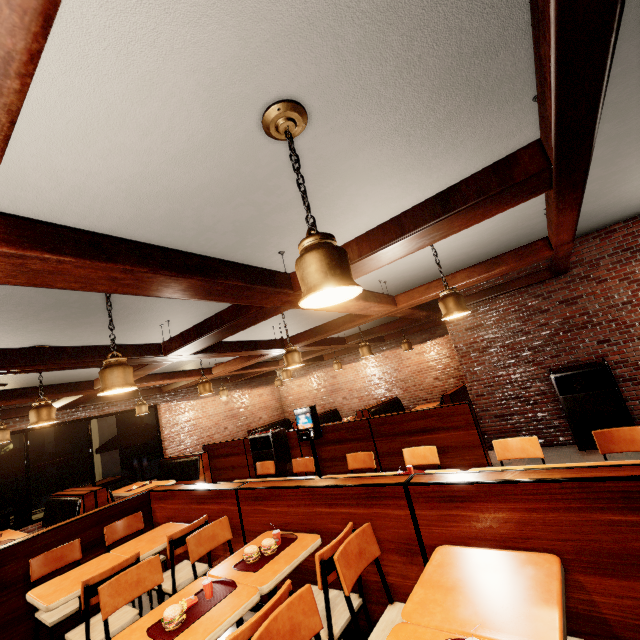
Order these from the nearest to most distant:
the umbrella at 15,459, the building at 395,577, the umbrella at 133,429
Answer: the building at 395,577, the umbrella at 15,459, the umbrella at 133,429

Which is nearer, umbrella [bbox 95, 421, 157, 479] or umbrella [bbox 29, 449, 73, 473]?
umbrella [bbox 29, 449, 73, 473]

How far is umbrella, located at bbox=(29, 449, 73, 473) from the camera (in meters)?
7.28

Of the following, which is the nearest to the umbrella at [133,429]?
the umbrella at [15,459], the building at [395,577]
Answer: the building at [395,577]

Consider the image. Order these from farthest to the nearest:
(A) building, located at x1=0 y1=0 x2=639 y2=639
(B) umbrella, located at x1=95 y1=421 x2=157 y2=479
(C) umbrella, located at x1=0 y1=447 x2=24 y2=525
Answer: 1. (B) umbrella, located at x1=95 y1=421 x2=157 y2=479
2. (C) umbrella, located at x1=0 y1=447 x2=24 y2=525
3. (A) building, located at x1=0 y1=0 x2=639 y2=639

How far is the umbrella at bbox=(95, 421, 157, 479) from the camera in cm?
898

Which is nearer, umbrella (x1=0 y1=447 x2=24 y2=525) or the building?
the building

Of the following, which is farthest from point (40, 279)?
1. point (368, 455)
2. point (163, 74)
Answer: point (368, 455)
